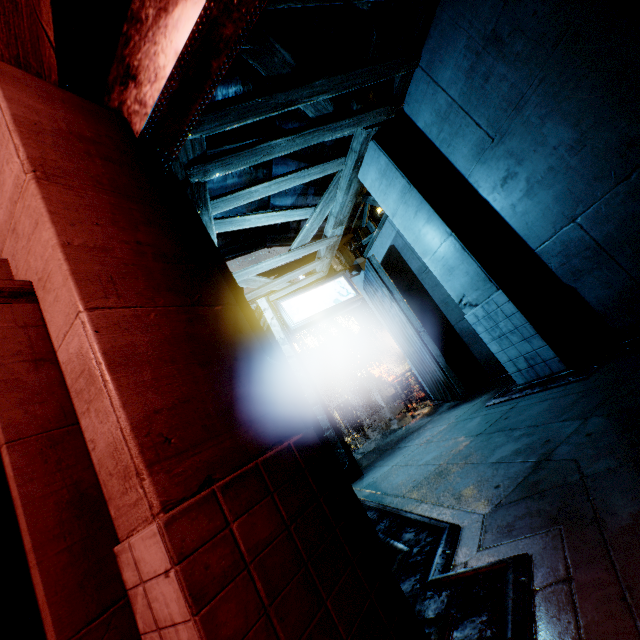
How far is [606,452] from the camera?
2.8m

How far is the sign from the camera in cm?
957

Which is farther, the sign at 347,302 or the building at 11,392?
the sign at 347,302

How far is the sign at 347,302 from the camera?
9.6 meters

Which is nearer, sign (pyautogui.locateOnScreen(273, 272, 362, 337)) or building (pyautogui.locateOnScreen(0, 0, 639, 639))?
building (pyautogui.locateOnScreen(0, 0, 639, 639))
